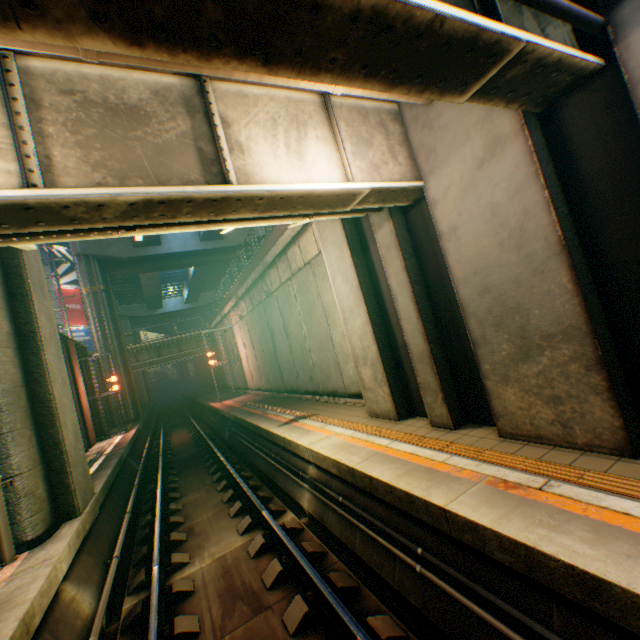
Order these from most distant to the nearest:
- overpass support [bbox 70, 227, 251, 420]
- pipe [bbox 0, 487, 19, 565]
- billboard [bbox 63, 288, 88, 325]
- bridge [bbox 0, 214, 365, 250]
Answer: billboard [bbox 63, 288, 88, 325] < overpass support [bbox 70, 227, 251, 420] < pipe [bbox 0, 487, 19, 565] < bridge [bbox 0, 214, 365, 250]

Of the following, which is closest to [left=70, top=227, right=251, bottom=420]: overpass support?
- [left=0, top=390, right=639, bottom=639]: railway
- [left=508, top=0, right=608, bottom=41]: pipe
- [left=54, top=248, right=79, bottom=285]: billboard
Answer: [left=0, top=390, right=639, bottom=639]: railway

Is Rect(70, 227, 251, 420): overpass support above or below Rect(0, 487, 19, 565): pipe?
above

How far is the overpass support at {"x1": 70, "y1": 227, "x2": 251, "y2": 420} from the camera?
25.58m

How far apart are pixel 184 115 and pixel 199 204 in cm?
109

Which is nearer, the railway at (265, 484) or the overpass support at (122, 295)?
the railway at (265, 484)

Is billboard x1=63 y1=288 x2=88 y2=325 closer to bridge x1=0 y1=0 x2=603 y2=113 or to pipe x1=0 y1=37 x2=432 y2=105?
bridge x1=0 y1=0 x2=603 y2=113

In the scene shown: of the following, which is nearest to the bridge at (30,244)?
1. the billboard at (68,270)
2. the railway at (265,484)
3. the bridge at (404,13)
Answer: the bridge at (404,13)
